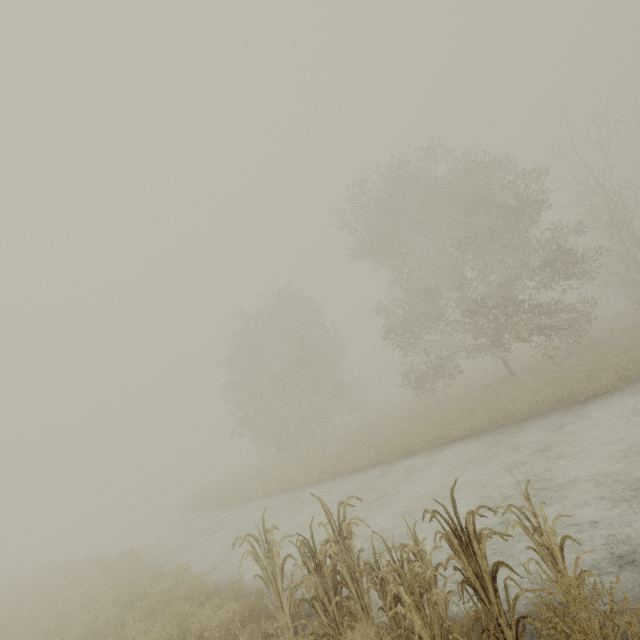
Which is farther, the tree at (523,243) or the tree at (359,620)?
the tree at (523,243)

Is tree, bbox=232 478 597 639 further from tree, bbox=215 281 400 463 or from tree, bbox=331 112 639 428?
tree, bbox=215 281 400 463

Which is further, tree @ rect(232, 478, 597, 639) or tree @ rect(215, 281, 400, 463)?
tree @ rect(215, 281, 400, 463)

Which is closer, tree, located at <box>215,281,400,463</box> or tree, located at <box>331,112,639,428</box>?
tree, located at <box>331,112,639,428</box>

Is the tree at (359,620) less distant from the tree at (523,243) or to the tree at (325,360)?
the tree at (523,243)

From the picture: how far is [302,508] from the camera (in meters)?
13.46

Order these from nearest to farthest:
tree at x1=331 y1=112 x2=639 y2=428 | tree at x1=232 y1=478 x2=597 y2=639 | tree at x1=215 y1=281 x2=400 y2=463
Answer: tree at x1=232 y1=478 x2=597 y2=639, tree at x1=331 y1=112 x2=639 y2=428, tree at x1=215 y1=281 x2=400 y2=463

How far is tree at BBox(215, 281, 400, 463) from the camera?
26.23m
